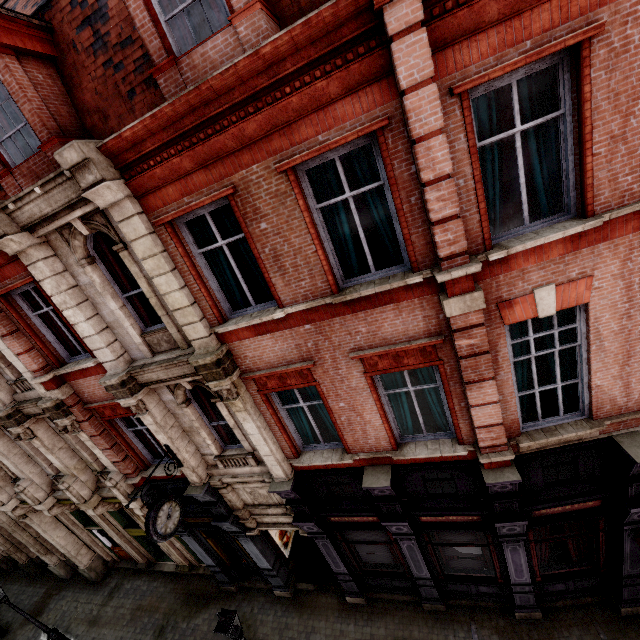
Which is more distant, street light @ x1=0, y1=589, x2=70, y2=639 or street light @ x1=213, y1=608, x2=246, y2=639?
street light @ x1=0, y1=589, x2=70, y2=639

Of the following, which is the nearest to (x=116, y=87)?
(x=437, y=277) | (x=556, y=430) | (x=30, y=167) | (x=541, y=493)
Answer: (x=30, y=167)

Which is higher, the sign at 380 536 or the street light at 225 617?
the street light at 225 617

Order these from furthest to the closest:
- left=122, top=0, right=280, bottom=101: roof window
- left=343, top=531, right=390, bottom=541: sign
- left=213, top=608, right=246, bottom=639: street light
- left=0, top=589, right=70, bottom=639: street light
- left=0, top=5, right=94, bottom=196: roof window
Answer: left=0, top=589, right=70, bottom=639: street light, left=343, top=531, right=390, bottom=541: sign, left=213, top=608, right=246, bottom=639: street light, left=0, top=5, right=94, bottom=196: roof window, left=122, top=0, right=280, bottom=101: roof window

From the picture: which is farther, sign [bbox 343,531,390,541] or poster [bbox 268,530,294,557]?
poster [bbox 268,530,294,557]

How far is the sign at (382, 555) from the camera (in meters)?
9.50

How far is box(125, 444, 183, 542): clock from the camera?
7.59m

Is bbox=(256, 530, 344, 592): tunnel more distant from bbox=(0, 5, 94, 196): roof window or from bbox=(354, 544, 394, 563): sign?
bbox=(0, 5, 94, 196): roof window
